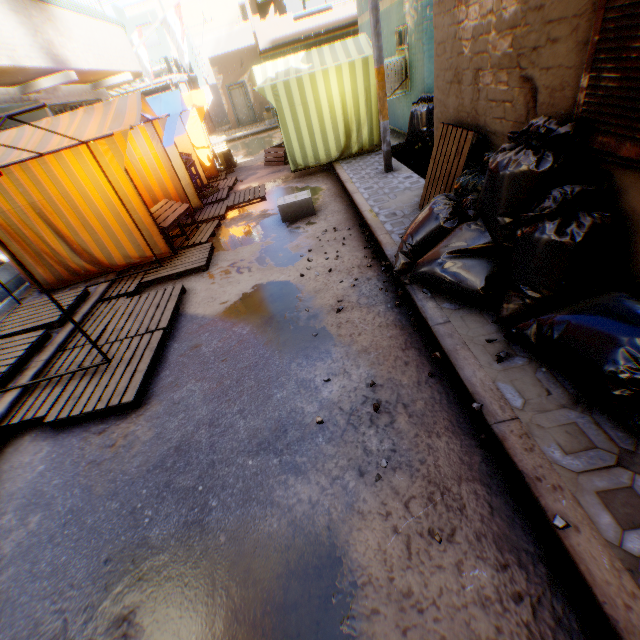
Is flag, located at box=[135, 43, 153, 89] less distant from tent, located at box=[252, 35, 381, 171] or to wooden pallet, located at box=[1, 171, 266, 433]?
tent, located at box=[252, 35, 381, 171]

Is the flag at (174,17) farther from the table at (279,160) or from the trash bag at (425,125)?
the table at (279,160)

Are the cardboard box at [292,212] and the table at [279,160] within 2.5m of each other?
no

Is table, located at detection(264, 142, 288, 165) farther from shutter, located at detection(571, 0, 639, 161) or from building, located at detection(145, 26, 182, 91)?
shutter, located at detection(571, 0, 639, 161)

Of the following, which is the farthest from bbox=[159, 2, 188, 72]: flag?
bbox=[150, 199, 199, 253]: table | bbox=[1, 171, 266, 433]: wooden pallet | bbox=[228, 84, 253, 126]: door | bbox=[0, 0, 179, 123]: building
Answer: bbox=[150, 199, 199, 253]: table

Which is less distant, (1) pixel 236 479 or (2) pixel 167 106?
(1) pixel 236 479

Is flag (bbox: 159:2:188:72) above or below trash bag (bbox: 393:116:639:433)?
above

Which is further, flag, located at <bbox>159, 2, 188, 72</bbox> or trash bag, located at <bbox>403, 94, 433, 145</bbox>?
flag, located at <bbox>159, 2, 188, 72</bbox>
